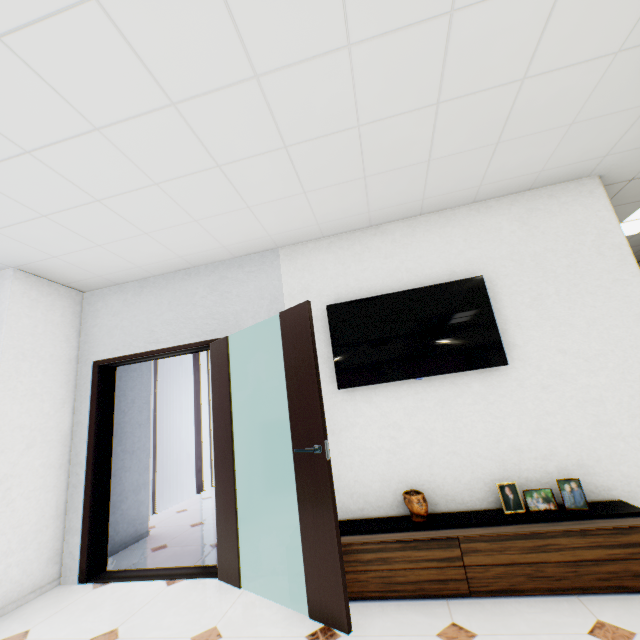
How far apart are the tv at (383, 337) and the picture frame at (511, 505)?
0.9 meters

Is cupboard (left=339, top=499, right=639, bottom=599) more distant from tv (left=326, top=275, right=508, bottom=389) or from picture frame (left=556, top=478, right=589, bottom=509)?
tv (left=326, top=275, right=508, bottom=389)

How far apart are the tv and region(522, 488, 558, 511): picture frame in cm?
90

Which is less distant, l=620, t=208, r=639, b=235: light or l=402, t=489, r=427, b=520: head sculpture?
l=402, t=489, r=427, b=520: head sculpture

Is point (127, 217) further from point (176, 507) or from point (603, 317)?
point (176, 507)

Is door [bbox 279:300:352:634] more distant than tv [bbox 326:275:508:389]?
No

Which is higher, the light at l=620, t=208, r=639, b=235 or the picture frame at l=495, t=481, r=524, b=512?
the light at l=620, t=208, r=639, b=235

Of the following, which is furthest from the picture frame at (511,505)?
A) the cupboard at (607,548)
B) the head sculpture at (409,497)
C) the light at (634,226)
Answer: the light at (634,226)
